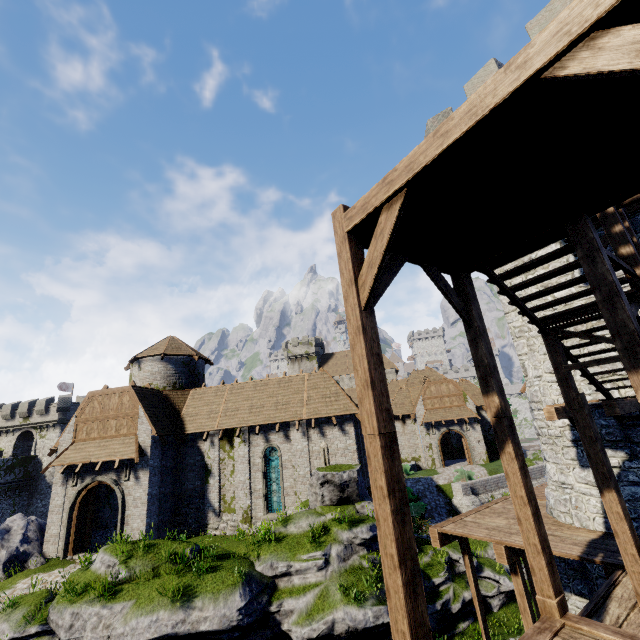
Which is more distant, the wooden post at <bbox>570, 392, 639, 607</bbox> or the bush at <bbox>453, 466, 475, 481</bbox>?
the bush at <bbox>453, 466, 475, 481</bbox>

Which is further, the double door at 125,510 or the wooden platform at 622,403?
the double door at 125,510

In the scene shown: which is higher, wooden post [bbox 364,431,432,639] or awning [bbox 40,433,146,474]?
awning [bbox 40,433,146,474]

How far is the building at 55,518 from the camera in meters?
18.1

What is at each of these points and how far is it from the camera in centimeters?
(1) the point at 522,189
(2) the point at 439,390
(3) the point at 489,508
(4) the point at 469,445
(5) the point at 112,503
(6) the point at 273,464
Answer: (1) stairs, 412cm
(2) building, 3672cm
(3) walkway, 1223cm
(4) double door, 3428cm
(5) building, 2198cm
(6) window glass, 2055cm

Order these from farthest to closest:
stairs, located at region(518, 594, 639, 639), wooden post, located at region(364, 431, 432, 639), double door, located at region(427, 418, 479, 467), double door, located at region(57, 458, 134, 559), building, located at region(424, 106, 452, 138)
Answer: double door, located at region(427, 418, 479, 467) < double door, located at region(57, 458, 134, 559) < building, located at region(424, 106, 452, 138) < stairs, located at region(518, 594, 639, 639) < wooden post, located at region(364, 431, 432, 639)

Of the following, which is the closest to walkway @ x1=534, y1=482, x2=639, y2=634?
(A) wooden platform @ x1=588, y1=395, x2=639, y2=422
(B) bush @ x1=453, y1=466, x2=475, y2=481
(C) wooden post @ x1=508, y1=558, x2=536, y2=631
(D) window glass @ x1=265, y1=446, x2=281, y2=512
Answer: (C) wooden post @ x1=508, y1=558, x2=536, y2=631

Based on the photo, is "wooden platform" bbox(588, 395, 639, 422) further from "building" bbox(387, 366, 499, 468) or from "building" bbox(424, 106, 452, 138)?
"building" bbox(387, 366, 499, 468)
